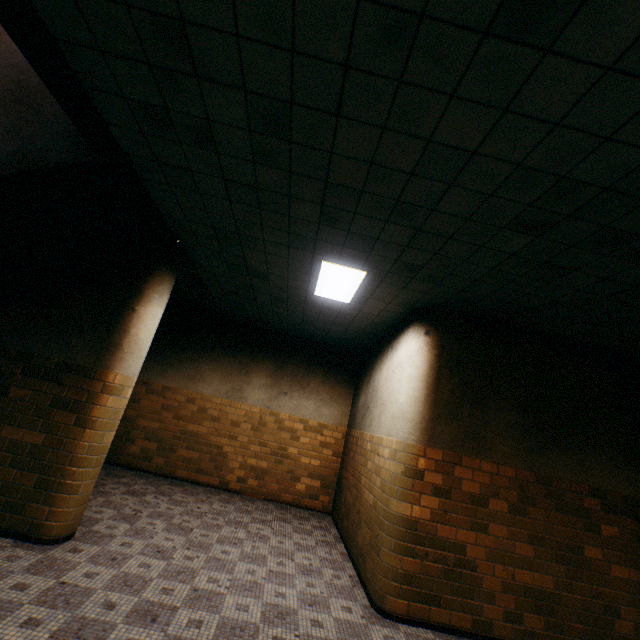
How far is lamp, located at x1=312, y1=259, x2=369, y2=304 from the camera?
4.3m

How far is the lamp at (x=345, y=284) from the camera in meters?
4.3

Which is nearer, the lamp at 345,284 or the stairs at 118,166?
the stairs at 118,166

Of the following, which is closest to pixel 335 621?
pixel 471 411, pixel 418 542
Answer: pixel 418 542

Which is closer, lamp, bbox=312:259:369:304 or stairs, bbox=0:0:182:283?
stairs, bbox=0:0:182:283
